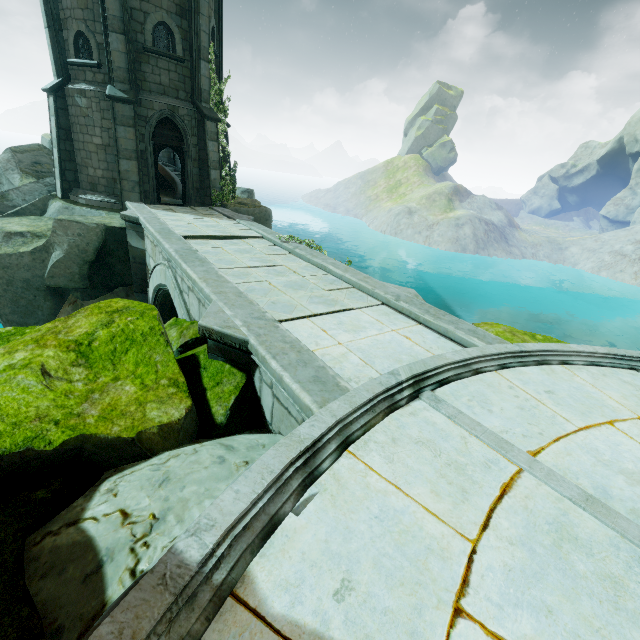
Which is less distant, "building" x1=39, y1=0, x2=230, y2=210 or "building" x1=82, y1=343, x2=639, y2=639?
"building" x1=82, y1=343, x2=639, y2=639

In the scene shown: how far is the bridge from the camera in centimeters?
420cm

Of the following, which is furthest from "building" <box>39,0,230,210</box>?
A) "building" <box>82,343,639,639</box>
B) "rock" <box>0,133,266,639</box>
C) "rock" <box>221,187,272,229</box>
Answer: "building" <box>82,343,639,639</box>

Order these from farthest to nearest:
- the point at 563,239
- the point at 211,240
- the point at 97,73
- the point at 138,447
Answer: the point at 563,239
the point at 97,73
the point at 211,240
the point at 138,447

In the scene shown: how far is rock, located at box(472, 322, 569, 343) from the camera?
11.2 meters

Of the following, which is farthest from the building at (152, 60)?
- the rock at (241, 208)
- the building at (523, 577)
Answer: the building at (523, 577)

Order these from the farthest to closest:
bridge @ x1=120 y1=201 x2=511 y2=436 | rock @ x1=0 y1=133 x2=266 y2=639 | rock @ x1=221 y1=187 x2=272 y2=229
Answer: rock @ x1=221 y1=187 x2=272 y2=229 < bridge @ x1=120 y1=201 x2=511 y2=436 < rock @ x1=0 y1=133 x2=266 y2=639

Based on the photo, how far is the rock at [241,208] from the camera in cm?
1536
